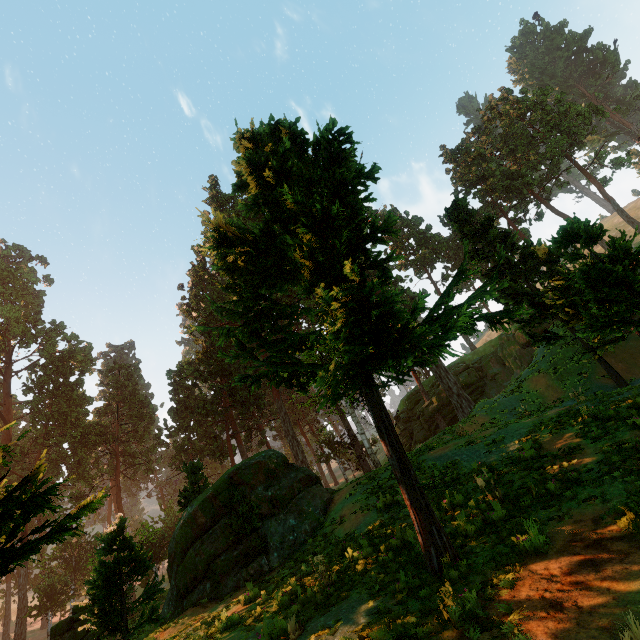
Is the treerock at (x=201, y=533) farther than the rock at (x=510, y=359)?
No

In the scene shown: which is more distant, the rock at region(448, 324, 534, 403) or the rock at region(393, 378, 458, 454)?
the rock at region(393, 378, 458, 454)

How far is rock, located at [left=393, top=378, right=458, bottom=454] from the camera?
39.22m

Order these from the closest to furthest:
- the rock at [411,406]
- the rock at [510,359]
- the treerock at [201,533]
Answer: the treerock at [201,533], the rock at [510,359], the rock at [411,406]

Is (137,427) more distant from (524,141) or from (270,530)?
(524,141)

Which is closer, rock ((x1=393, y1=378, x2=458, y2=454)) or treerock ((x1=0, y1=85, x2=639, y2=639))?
treerock ((x1=0, y1=85, x2=639, y2=639))
